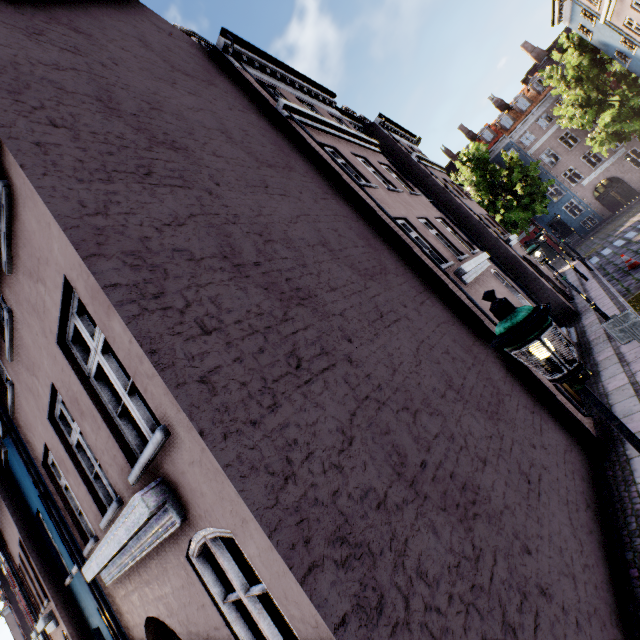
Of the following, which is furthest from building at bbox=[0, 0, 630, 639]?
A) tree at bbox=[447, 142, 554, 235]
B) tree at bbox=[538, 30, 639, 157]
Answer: tree at bbox=[538, 30, 639, 157]

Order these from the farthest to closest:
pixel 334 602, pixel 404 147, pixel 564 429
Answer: pixel 404 147, pixel 564 429, pixel 334 602

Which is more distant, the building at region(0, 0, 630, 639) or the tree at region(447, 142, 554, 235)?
the tree at region(447, 142, 554, 235)

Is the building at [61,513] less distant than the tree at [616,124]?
Yes

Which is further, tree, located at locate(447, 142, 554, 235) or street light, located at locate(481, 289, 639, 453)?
tree, located at locate(447, 142, 554, 235)

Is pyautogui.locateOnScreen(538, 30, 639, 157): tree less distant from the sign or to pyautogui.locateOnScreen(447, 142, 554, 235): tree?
pyautogui.locateOnScreen(447, 142, 554, 235): tree

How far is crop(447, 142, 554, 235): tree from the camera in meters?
26.2 m

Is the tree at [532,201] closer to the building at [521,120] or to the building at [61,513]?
the building at [61,513]
